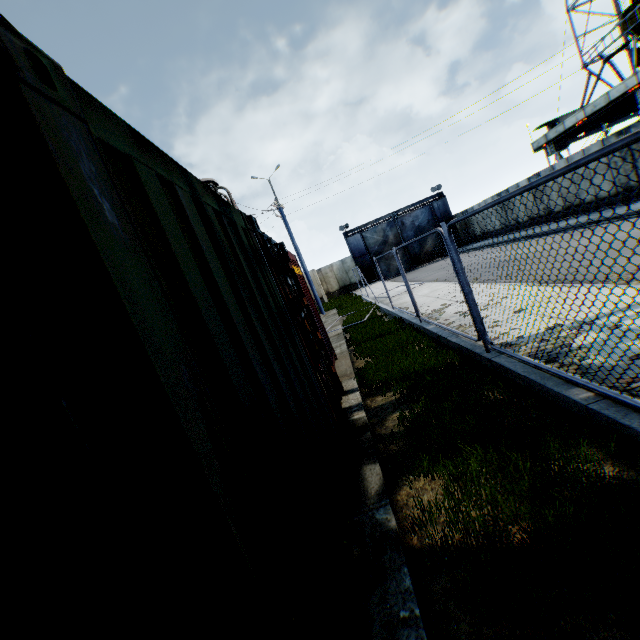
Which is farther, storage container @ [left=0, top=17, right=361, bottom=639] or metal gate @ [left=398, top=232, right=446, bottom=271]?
metal gate @ [left=398, top=232, right=446, bottom=271]

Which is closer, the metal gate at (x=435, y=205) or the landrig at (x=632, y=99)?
the landrig at (x=632, y=99)

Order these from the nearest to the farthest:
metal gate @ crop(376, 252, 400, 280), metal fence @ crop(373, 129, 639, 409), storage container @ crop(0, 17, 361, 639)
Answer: storage container @ crop(0, 17, 361, 639)
metal fence @ crop(373, 129, 639, 409)
metal gate @ crop(376, 252, 400, 280)

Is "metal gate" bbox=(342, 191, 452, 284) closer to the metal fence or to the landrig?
the landrig

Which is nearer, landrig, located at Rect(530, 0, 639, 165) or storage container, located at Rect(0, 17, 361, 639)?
storage container, located at Rect(0, 17, 361, 639)

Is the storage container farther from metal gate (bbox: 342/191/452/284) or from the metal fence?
metal gate (bbox: 342/191/452/284)

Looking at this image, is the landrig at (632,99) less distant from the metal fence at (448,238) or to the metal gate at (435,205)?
the metal gate at (435,205)

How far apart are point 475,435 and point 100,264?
3.78m
